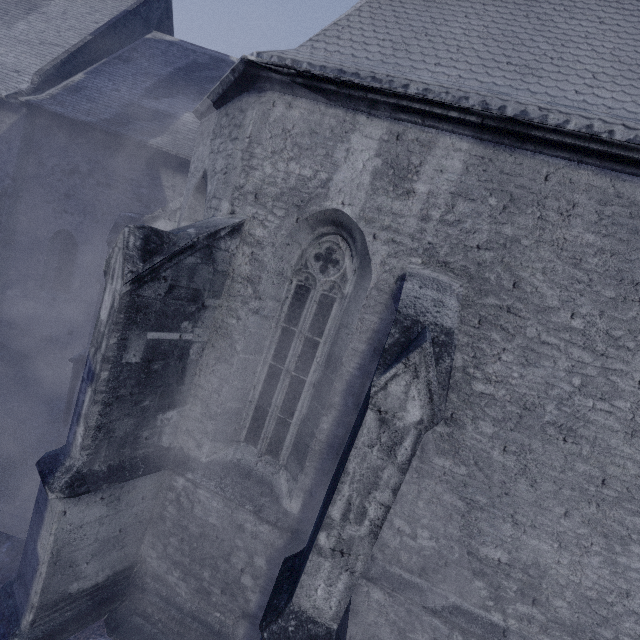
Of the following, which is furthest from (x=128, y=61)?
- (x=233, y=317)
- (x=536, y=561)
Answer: (x=536, y=561)
